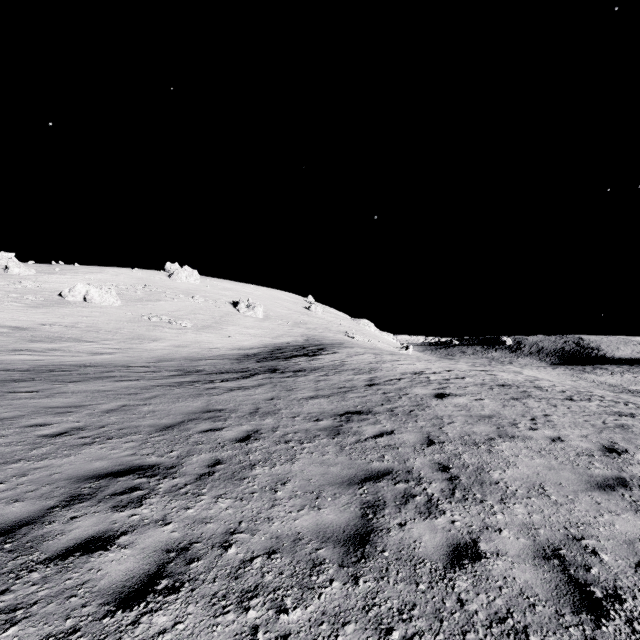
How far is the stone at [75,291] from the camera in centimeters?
4469cm

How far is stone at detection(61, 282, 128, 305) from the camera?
44.7 meters

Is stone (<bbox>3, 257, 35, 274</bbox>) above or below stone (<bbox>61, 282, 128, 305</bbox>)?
above

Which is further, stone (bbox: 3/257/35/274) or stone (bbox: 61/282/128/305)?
stone (bbox: 3/257/35/274)

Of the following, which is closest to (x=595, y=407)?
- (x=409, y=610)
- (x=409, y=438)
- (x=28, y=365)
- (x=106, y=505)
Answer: (x=409, y=438)

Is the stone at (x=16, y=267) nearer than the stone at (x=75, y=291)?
No
